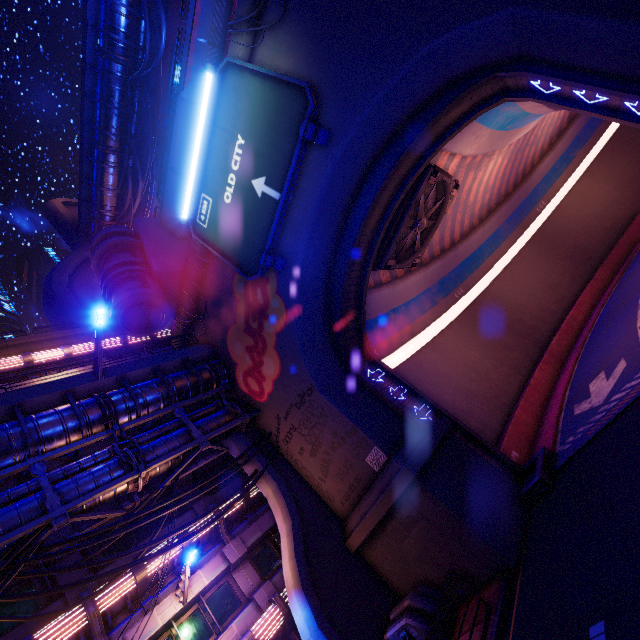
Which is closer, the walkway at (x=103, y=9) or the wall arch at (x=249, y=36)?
the wall arch at (x=249, y=36)

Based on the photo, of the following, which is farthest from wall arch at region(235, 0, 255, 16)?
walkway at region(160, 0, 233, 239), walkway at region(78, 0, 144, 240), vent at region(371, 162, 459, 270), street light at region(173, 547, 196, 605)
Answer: walkway at region(78, 0, 144, 240)

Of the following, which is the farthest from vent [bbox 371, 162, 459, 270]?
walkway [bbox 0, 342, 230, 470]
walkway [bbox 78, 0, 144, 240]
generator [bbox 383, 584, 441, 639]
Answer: walkway [bbox 78, 0, 144, 240]

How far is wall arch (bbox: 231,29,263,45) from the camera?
12.70m

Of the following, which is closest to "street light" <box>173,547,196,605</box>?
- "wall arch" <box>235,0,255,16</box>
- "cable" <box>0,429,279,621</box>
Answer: "cable" <box>0,429,279,621</box>

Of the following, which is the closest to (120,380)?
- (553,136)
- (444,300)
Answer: (444,300)

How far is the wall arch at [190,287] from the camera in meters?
17.9 m

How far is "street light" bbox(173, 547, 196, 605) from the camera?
11.3m
